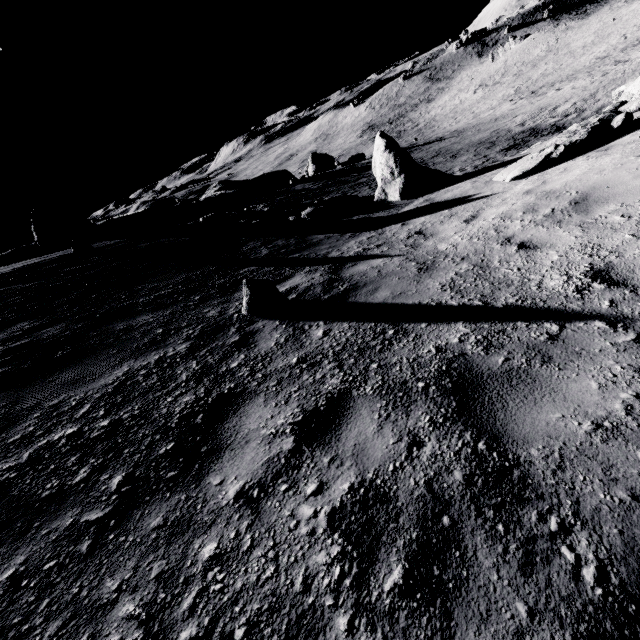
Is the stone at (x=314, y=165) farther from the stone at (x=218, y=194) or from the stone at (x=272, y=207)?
the stone at (x=272, y=207)

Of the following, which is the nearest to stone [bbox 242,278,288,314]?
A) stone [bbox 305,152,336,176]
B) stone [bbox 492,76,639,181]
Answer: stone [bbox 492,76,639,181]

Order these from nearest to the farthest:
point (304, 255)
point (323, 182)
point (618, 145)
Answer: point (618, 145) < point (304, 255) < point (323, 182)

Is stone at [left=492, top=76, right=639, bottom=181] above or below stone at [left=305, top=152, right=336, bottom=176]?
above

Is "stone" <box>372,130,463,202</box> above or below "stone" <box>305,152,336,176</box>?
above

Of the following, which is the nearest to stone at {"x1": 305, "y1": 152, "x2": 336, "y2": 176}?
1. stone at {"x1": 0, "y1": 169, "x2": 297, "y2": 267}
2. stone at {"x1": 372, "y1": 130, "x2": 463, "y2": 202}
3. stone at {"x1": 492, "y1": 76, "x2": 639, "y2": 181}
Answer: stone at {"x1": 0, "y1": 169, "x2": 297, "y2": 267}

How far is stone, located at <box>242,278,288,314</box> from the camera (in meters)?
4.60

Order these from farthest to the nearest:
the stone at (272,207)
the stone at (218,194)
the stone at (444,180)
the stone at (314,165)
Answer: the stone at (314,165) → the stone at (218,194) → the stone at (272,207) → the stone at (444,180)
